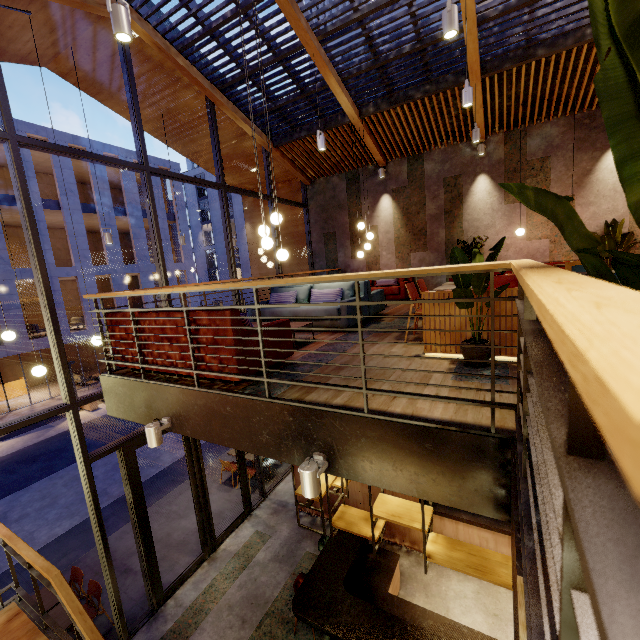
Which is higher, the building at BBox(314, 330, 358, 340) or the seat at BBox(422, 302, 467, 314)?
the seat at BBox(422, 302, 467, 314)

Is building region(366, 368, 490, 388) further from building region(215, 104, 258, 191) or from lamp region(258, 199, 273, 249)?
lamp region(258, 199, 273, 249)

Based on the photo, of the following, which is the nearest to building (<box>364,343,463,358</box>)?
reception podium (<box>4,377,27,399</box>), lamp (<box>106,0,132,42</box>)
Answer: lamp (<box>106,0,132,42</box>)

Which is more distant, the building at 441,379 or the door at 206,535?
the door at 206,535

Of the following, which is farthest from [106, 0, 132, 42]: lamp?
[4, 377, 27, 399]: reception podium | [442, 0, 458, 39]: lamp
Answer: [4, 377, 27, 399]: reception podium

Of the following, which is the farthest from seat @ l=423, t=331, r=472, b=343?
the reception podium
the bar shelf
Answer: the reception podium

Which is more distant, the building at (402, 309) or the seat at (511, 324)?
the building at (402, 309)

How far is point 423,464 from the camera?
2.4 meters
